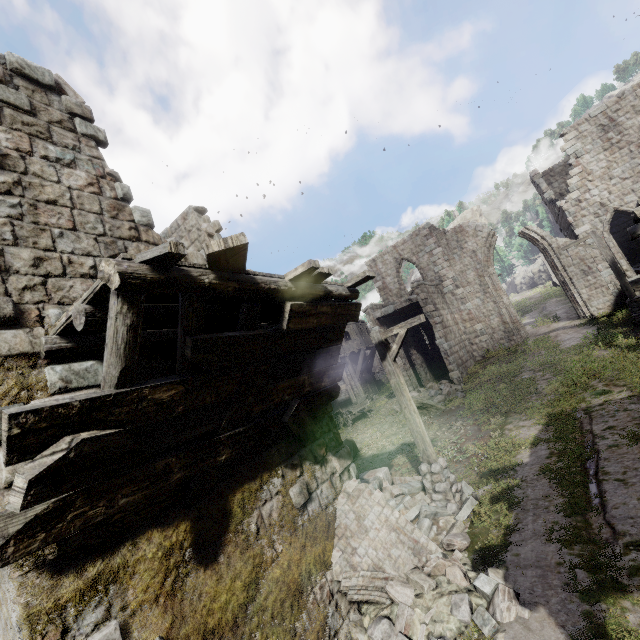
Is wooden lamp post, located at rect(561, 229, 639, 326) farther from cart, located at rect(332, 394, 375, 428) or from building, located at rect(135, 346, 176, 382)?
cart, located at rect(332, 394, 375, 428)

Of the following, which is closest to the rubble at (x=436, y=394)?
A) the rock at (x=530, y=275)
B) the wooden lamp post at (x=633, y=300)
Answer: the wooden lamp post at (x=633, y=300)

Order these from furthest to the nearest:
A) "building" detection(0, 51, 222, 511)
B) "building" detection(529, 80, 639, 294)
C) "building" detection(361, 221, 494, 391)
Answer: "building" detection(361, 221, 494, 391) → "building" detection(529, 80, 639, 294) → "building" detection(0, 51, 222, 511)

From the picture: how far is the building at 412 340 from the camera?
20.00m

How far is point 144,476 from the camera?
3.8m

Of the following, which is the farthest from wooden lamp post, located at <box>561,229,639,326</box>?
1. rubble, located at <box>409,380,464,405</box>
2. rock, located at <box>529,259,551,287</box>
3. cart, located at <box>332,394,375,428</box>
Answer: rock, located at <box>529,259,551,287</box>

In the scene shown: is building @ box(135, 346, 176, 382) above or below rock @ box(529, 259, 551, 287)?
below

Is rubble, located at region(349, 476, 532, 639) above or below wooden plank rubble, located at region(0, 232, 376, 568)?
below
